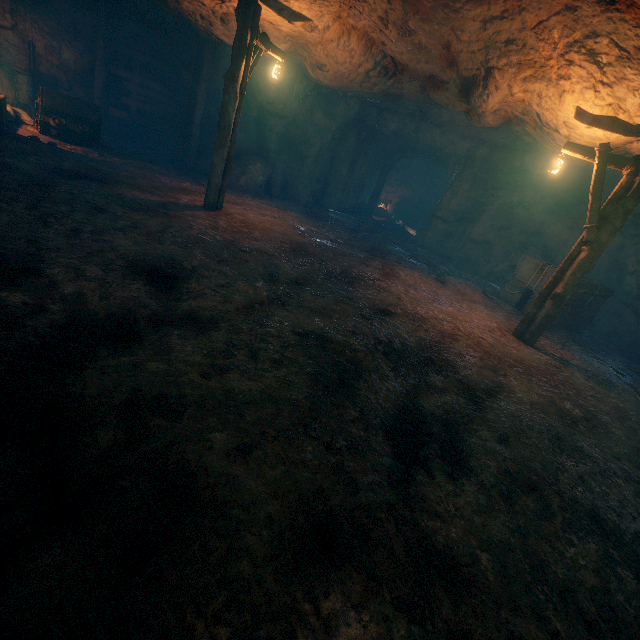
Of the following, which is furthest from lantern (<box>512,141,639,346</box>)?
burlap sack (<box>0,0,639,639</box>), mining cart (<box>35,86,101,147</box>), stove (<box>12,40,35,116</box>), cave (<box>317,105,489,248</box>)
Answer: stove (<box>12,40,35,116</box>)

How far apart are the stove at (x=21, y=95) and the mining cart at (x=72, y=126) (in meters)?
1.65

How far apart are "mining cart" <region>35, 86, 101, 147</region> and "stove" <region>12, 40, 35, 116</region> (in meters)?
1.65

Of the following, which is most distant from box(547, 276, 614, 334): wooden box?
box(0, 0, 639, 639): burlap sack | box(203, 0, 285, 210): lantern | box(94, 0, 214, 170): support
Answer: box(94, 0, 214, 170): support

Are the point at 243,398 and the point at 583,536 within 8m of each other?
yes

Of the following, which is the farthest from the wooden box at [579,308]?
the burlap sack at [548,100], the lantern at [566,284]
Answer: the lantern at [566,284]

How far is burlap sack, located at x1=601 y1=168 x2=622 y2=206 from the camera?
10.9m
